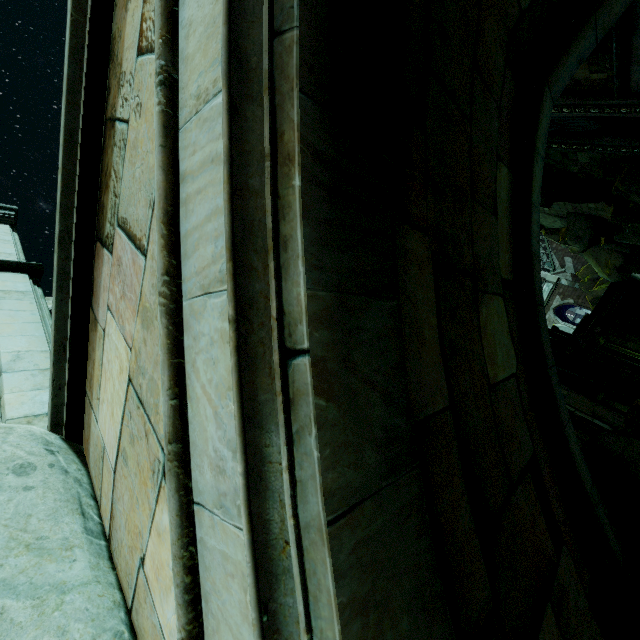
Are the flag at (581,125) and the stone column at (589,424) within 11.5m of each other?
yes

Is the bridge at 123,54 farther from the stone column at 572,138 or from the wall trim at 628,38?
the stone column at 572,138

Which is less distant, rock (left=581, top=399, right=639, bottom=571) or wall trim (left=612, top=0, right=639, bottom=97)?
rock (left=581, top=399, right=639, bottom=571)

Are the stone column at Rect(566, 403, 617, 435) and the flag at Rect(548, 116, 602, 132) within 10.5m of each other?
yes

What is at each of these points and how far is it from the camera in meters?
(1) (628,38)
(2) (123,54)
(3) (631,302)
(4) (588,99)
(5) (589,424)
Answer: (1) wall trim, 7.5
(2) bridge, 1.9
(3) bridge, 27.3
(4) stone column, 10.0
(5) stone column, 7.8

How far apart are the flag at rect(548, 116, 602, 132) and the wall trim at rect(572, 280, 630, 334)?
21.9m

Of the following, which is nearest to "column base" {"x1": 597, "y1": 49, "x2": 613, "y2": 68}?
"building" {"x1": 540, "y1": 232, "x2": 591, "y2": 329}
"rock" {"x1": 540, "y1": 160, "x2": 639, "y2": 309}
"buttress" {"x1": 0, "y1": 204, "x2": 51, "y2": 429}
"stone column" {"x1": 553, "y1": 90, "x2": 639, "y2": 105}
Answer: "stone column" {"x1": 553, "y1": 90, "x2": 639, "y2": 105}

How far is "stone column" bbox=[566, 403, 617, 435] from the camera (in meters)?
7.65
